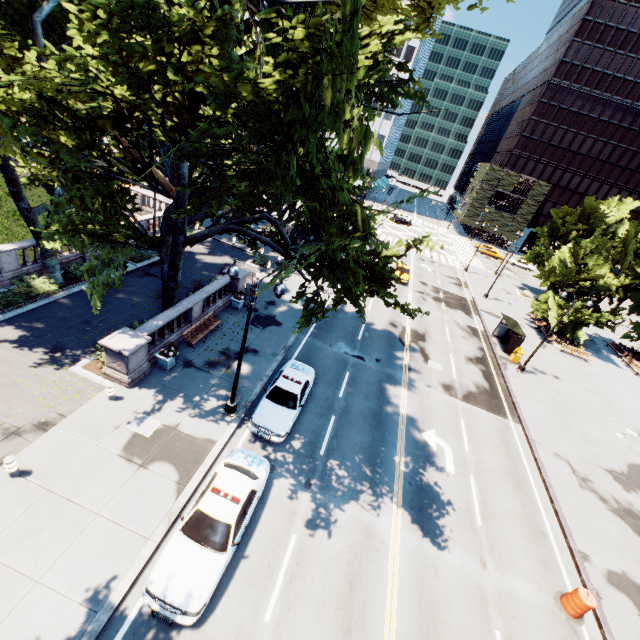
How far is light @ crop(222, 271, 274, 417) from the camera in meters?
11.8

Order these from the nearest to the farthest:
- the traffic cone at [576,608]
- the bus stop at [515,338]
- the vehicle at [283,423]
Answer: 1. the traffic cone at [576,608]
2. the vehicle at [283,423]
3. the bus stop at [515,338]

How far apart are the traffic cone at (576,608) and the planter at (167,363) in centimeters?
1882cm

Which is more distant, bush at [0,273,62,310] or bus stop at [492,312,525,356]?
bus stop at [492,312,525,356]

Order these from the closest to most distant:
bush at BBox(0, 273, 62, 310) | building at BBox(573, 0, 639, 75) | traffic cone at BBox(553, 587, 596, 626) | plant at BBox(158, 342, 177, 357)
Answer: traffic cone at BBox(553, 587, 596, 626)
plant at BBox(158, 342, 177, 357)
bush at BBox(0, 273, 62, 310)
building at BBox(573, 0, 639, 75)

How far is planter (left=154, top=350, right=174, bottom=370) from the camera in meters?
15.7 m

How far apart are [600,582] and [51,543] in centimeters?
2036cm

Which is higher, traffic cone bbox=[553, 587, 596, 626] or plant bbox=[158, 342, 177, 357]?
plant bbox=[158, 342, 177, 357]
